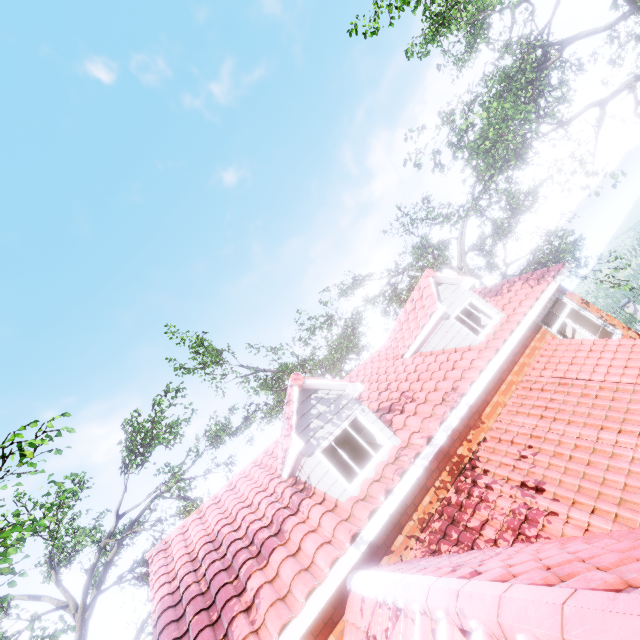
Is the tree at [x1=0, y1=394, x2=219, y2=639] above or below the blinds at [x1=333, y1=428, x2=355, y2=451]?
above

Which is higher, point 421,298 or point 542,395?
point 421,298

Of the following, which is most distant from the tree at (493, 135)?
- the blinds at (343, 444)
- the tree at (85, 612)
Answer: the blinds at (343, 444)

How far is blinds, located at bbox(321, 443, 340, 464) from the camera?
7.26m

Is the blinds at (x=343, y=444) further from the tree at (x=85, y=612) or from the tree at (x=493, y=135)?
the tree at (x=85, y=612)

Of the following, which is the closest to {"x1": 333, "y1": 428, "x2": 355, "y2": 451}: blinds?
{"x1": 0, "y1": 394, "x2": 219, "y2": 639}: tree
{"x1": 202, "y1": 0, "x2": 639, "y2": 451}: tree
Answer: {"x1": 202, "y1": 0, "x2": 639, "y2": 451}: tree
